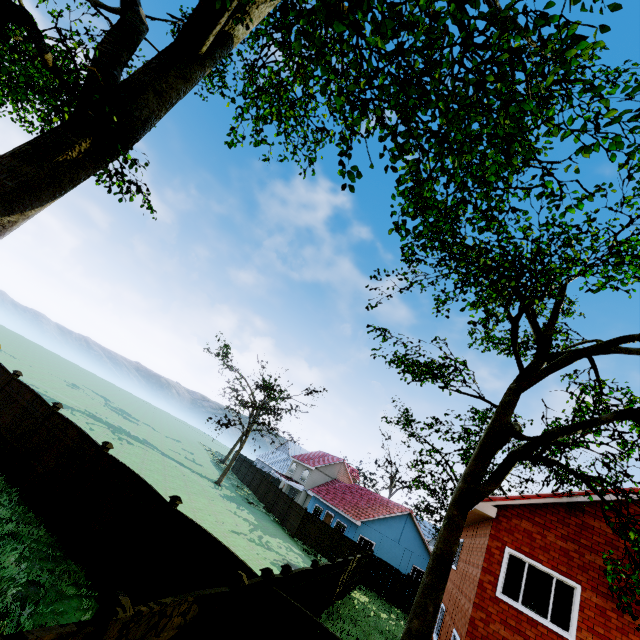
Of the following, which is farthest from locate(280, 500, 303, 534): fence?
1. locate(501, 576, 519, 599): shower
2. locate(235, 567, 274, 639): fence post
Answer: locate(501, 576, 519, 599): shower

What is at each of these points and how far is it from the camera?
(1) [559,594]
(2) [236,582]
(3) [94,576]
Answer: (1) blinds, 9.6m
(2) fence post, 6.0m
(3) fence, 8.1m

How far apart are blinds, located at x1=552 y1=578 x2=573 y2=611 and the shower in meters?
2.3 m

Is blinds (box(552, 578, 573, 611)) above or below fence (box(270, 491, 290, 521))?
above

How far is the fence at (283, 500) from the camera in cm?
3170

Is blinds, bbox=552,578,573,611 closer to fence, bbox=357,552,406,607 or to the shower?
the shower

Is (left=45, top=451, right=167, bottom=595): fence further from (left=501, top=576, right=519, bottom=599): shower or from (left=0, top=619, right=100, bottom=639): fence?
(left=501, top=576, right=519, bottom=599): shower

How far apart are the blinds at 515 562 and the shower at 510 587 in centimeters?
228cm
